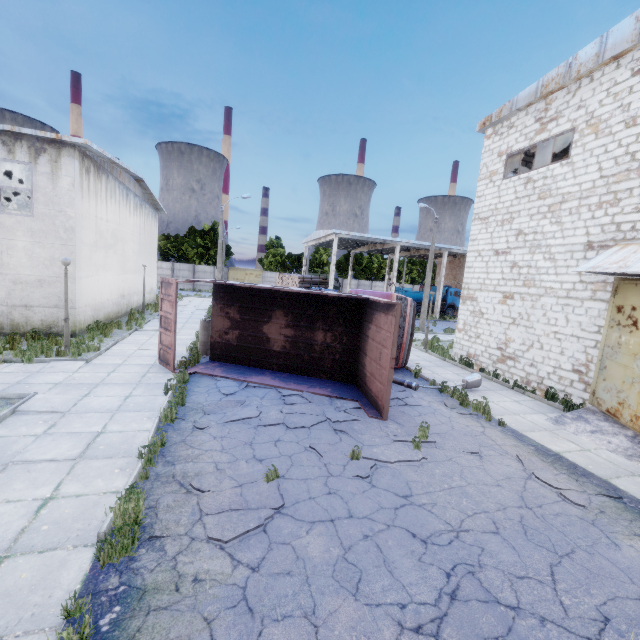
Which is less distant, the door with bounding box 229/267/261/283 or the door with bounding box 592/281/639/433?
the door with bounding box 592/281/639/433

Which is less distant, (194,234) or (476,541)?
(476,541)

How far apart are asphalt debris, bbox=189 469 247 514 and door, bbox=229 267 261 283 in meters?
51.8 m

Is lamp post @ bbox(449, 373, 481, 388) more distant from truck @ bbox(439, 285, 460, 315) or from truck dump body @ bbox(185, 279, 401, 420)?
truck @ bbox(439, 285, 460, 315)

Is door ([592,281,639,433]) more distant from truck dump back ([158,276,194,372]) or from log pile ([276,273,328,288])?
log pile ([276,273,328,288])

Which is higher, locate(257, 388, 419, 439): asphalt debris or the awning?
the awning

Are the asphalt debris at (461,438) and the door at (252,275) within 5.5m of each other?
no

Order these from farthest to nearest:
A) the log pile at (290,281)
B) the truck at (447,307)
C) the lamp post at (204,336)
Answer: the truck at (447,307), the log pile at (290,281), the lamp post at (204,336)
